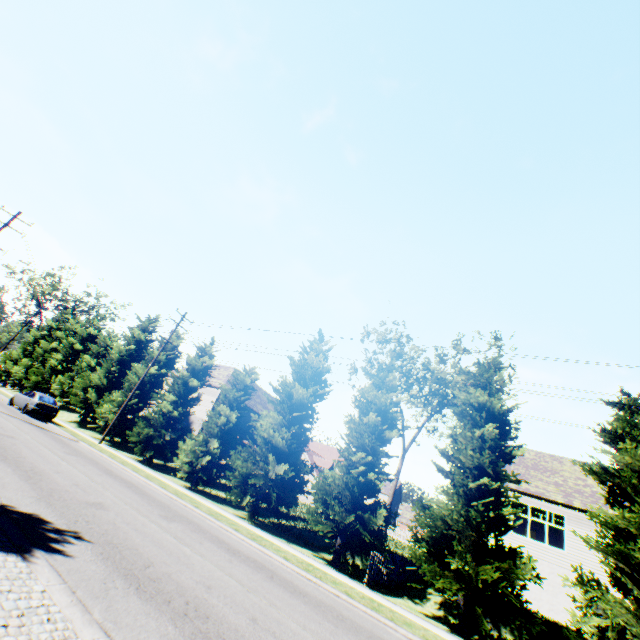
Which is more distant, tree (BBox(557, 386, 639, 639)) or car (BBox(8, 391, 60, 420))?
car (BBox(8, 391, 60, 420))

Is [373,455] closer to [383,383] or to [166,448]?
[383,383]

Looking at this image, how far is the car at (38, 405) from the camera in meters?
23.5

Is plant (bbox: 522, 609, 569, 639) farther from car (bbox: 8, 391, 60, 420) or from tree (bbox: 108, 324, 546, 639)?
car (bbox: 8, 391, 60, 420)

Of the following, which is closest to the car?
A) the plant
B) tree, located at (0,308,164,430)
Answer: tree, located at (0,308,164,430)

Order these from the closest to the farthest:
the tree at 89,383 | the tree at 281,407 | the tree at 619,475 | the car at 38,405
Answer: the tree at 619,475
the tree at 281,407
the car at 38,405
the tree at 89,383

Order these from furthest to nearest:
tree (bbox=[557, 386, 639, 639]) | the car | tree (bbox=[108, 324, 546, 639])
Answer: the car, tree (bbox=[108, 324, 546, 639]), tree (bbox=[557, 386, 639, 639])
